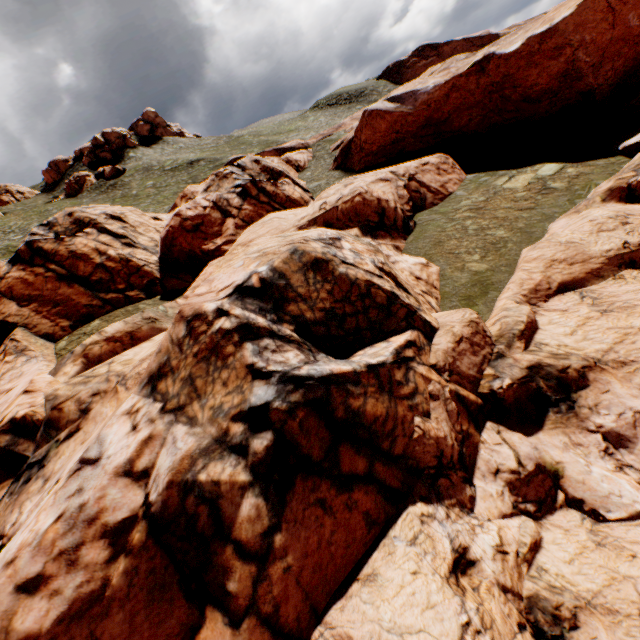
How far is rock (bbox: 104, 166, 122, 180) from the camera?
59.0m

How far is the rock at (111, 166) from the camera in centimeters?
5903cm

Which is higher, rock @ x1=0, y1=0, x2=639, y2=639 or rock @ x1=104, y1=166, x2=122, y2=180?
rock @ x1=104, y1=166, x2=122, y2=180

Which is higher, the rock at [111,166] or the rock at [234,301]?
the rock at [111,166]

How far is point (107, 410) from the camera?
12.4 meters

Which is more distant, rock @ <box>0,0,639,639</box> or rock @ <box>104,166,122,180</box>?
rock @ <box>104,166,122,180</box>
